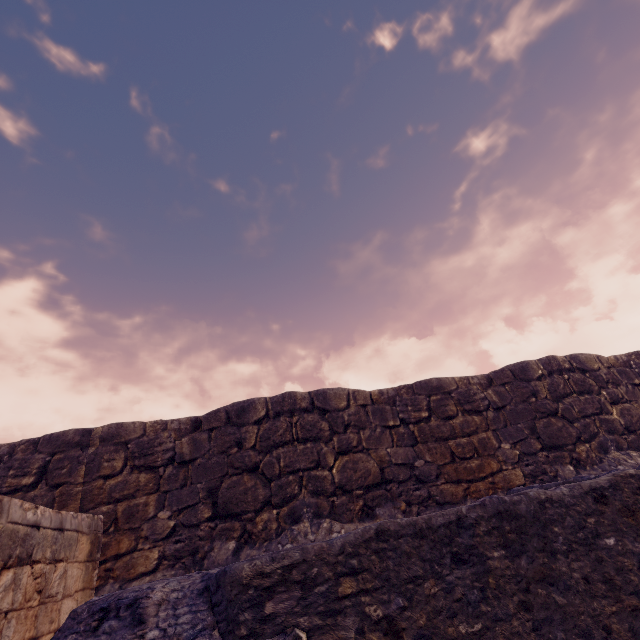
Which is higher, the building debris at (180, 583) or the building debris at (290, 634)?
the building debris at (180, 583)

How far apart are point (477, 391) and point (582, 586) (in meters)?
6.46

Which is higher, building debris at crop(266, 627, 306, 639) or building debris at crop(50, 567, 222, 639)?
building debris at crop(50, 567, 222, 639)
